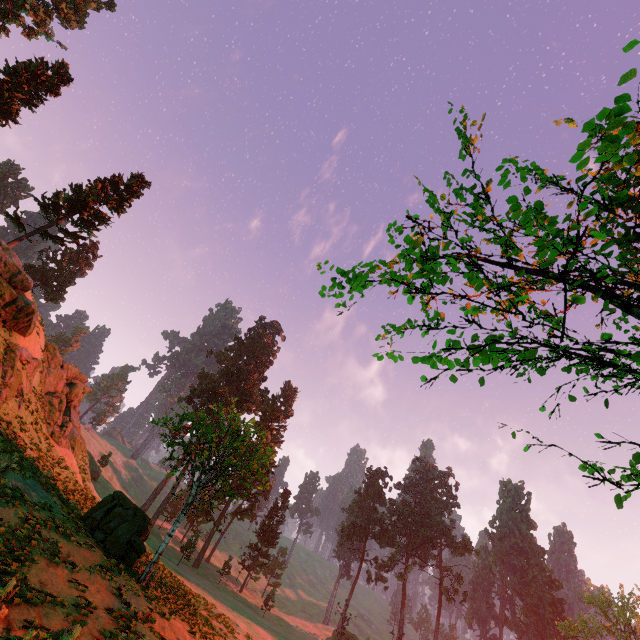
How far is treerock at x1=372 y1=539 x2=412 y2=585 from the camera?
55.9m

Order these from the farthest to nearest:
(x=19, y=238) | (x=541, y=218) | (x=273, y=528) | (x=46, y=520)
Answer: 1. (x=273, y=528)
2. (x=19, y=238)
3. (x=46, y=520)
4. (x=541, y=218)

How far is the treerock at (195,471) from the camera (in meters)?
17.28

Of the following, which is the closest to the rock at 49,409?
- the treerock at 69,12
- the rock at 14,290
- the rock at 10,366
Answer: the rock at 10,366

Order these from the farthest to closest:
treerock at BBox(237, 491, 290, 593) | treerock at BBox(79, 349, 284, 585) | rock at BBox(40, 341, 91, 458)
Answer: treerock at BBox(237, 491, 290, 593) < rock at BBox(40, 341, 91, 458) < treerock at BBox(79, 349, 284, 585)

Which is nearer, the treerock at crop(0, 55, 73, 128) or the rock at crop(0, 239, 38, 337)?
the rock at crop(0, 239, 38, 337)

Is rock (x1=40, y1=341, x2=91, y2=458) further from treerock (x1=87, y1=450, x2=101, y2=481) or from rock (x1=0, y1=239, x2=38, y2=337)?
treerock (x1=87, y1=450, x2=101, y2=481)

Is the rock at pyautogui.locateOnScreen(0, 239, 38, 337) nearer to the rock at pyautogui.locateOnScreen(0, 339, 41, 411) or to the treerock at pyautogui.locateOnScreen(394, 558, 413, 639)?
the rock at pyautogui.locateOnScreen(0, 339, 41, 411)
